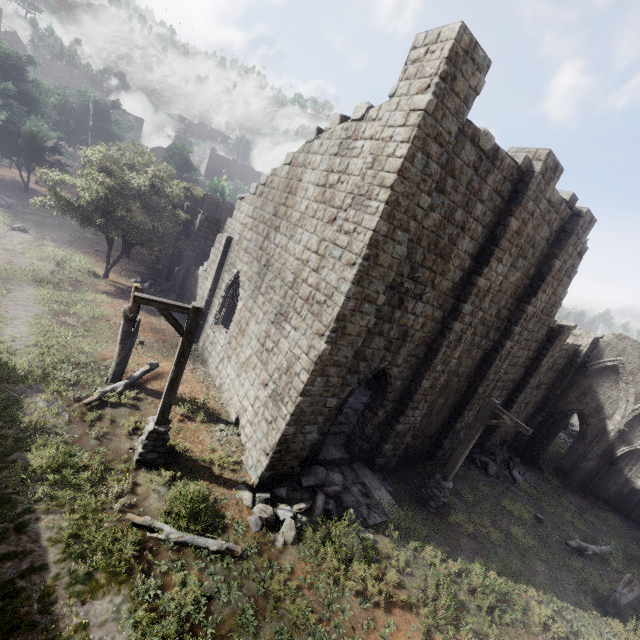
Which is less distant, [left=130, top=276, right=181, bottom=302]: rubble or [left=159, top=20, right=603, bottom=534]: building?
[left=159, top=20, right=603, bottom=534]: building

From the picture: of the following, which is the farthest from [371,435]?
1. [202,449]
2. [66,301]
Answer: [66,301]

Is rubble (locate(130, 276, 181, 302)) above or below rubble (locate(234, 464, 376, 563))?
below

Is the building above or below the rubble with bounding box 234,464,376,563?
above

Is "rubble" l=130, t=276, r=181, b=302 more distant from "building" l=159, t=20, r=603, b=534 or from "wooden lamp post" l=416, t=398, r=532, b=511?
"wooden lamp post" l=416, t=398, r=532, b=511

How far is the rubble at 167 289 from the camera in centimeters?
2039cm

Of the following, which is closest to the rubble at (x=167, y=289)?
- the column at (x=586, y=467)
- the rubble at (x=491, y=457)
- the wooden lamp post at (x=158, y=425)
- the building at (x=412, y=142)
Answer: the building at (x=412, y=142)

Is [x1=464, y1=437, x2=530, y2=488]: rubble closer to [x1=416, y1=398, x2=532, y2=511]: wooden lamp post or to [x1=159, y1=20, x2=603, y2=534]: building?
[x1=159, y1=20, x2=603, y2=534]: building
